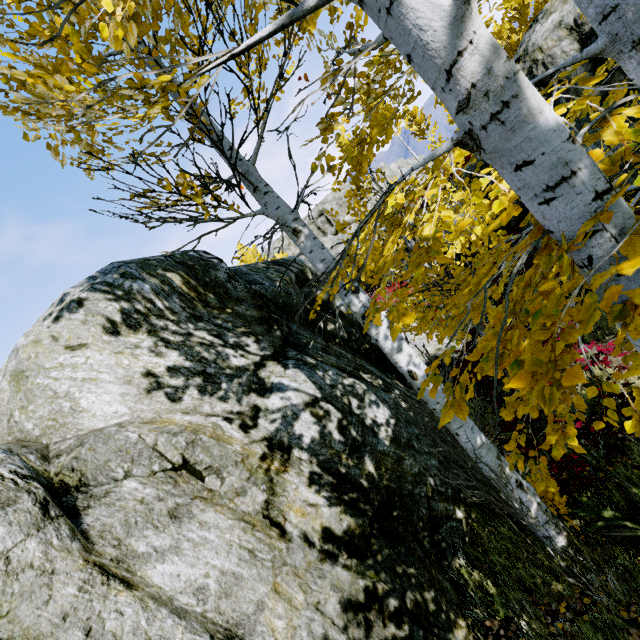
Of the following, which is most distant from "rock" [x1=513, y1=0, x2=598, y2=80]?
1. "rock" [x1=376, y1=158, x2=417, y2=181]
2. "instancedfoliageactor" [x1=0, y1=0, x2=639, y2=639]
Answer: "rock" [x1=376, y1=158, x2=417, y2=181]

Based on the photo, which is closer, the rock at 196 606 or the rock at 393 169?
the rock at 196 606

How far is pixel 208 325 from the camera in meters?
3.6 m

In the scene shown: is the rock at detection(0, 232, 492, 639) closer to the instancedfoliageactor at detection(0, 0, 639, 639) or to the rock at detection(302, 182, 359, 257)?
the instancedfoliageactor at detection(0, 0, 639, 639)

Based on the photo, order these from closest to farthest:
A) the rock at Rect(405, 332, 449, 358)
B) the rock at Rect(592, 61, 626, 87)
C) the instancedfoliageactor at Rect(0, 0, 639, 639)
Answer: the instancedfoliageactor at Rect(0, 0, 639, 639) < the rock at Rect(592, 61, 626, 87) < the rock at Rect(405, 332, 449, 358)

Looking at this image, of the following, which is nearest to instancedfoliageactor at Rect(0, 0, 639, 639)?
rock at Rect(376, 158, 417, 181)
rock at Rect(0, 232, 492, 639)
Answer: rock at Rect(0, 232, 492, 639)

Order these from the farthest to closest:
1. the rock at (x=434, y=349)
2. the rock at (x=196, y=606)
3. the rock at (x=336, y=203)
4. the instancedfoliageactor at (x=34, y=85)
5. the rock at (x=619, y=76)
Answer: the rock at (x=336, y=203), the rock at (x=434, y=349), the rock at (x=619, y=76), the rock at (x=196, y=606), the instancedfoliageactor at (x=34, y=85)

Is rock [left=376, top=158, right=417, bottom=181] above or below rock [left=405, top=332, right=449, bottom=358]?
above
